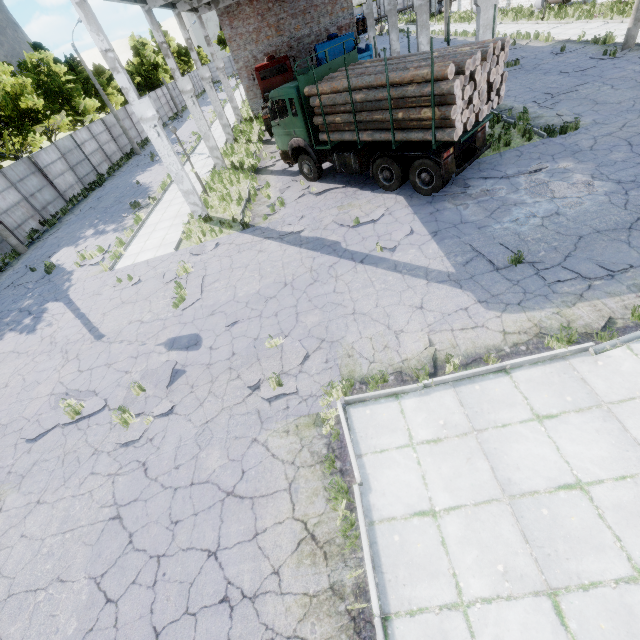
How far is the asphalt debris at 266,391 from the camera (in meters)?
6.68

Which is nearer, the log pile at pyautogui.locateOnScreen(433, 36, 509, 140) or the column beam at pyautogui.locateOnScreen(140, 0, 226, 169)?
the log pile at pyautogui.locateOnScreen(433, 36, 509, 140)

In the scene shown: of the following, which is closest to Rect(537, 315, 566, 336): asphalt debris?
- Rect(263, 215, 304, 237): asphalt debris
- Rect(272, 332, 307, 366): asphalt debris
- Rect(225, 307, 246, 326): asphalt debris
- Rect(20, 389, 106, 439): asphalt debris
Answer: Rect(272, 332, 307, 366): asphalt debris

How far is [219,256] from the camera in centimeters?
1202cm

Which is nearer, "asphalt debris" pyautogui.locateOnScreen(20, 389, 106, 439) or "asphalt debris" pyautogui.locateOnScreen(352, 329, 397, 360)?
"asphalt debris" pyautogui.locateOnScreen(352, 329, 397, 360)

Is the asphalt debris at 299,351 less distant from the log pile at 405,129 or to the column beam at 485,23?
the log pile at 405,129

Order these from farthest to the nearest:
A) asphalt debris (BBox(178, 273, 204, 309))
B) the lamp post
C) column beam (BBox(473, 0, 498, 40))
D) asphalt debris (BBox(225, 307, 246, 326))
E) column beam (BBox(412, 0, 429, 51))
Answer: column beam (BBox(412, 0, 429, 51)), the lamp post, column beam (BBox(473, 0, 498, 40)), asphalt debris (BBox(178, 273, 204, 309)), asphalt debris (BBox(225, 307, 246, 326))

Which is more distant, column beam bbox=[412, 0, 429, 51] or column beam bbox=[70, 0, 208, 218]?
column beam bbox=[412, 0, 429, 51]
